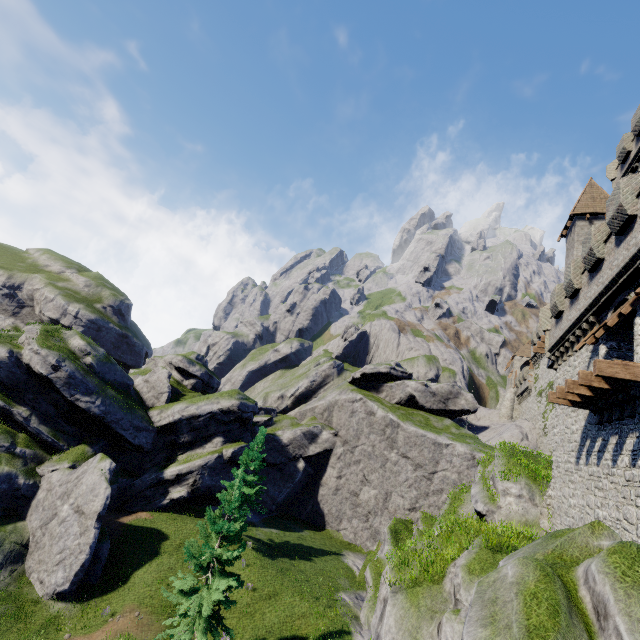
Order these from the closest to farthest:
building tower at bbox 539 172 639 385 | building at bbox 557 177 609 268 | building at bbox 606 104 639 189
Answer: building tower at bbox 539 172 639 385 < building at bbox 606 104 639 189 < building at bbox 557 177 609 268

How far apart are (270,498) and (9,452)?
27.1m

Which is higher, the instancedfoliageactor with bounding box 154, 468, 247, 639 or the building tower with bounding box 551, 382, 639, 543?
the building tower with bounding box 551, 382, 639, 543

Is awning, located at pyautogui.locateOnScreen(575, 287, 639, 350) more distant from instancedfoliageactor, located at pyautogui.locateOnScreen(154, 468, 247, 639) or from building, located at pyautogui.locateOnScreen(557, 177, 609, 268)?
instancedfoliageactor, located at pyautogui.locateOnScreen(154, 468, 247, 639)

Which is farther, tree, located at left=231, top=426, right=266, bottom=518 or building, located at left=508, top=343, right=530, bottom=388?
building, located at left=508, top=343, right=530, bottom=388

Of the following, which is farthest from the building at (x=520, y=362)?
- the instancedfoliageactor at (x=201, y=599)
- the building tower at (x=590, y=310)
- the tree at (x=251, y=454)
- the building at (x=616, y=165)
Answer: the instancedfoliageactor at (x=201, y=599)

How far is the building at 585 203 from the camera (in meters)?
29.44

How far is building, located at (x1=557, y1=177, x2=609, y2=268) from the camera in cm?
2944
